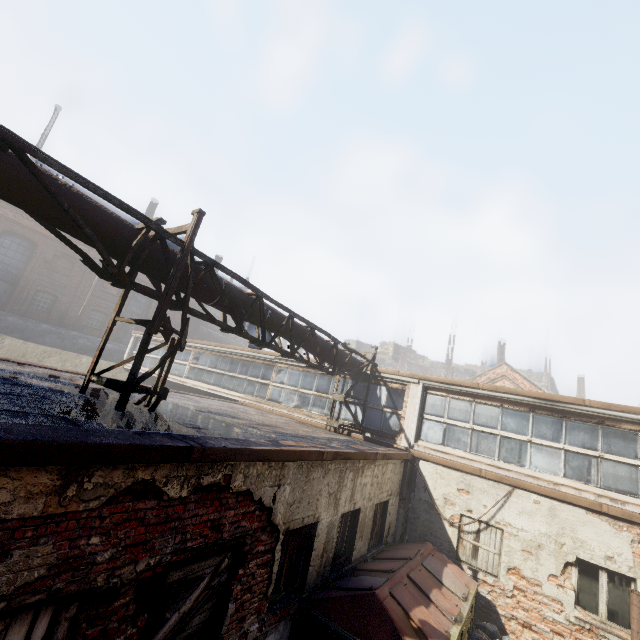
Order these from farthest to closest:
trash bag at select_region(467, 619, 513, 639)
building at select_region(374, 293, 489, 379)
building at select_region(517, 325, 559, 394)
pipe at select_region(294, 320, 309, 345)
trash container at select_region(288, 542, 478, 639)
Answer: building at select_region(517, 325, 559, 394)
building at select_region(374, 293, 489, 379)
pipe at select_region(294, 320, 309, 345)
trash bag at select_region(467, 619, 513, 639)
trash container at select_region(288, 542, 478, 639)

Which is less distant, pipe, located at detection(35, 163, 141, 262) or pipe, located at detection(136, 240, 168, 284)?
pipe, located at detection(35, 163, 141, 262)

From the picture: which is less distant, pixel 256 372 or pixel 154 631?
pixel 154 631

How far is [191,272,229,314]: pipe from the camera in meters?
6.0

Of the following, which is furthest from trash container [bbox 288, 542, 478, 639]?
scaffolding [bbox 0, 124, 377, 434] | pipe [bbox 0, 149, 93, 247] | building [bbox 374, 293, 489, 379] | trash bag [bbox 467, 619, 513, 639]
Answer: building [bbox 374, 293, 489, 379]

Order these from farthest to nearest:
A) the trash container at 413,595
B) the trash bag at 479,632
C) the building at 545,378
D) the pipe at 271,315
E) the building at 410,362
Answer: the building at 545,378
the building at 410,362
the pipe at 271,315
the trash bag at 479,632
the trash container at 413,595

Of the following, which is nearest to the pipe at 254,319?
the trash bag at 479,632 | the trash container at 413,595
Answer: the trash container at 413,595

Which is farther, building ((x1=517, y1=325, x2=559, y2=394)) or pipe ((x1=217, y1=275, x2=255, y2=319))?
building ((x1=517, y1=325, x2=559, y2=394))
